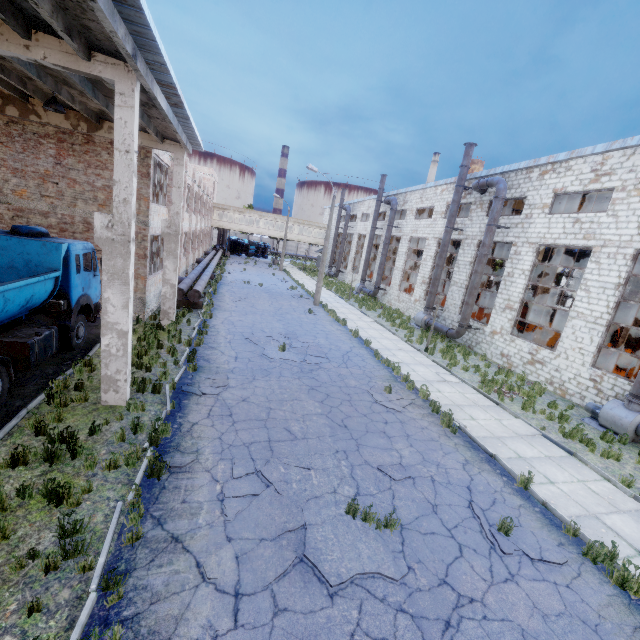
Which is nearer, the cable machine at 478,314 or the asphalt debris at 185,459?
the asphalt debris at 185,459

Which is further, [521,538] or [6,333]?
[6,333]

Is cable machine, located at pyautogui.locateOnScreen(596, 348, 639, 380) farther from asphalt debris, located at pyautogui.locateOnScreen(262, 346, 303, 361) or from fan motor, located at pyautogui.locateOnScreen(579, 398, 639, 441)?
asphalt debris, located at pyautogui.locateOnScreen(262, 346, 303, 361)

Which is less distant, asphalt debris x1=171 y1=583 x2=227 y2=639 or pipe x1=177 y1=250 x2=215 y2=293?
asphalt debris x1=171 y1=583 x2=227 y2=639

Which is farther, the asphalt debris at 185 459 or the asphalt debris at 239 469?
the asphalt debris at 185 459

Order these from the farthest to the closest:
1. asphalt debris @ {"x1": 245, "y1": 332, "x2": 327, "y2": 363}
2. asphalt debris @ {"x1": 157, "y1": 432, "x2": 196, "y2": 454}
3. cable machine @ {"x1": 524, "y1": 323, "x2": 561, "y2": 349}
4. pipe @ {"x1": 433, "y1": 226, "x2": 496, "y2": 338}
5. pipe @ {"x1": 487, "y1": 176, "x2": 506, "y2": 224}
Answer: cable machine @ {"x1": 524, "y1": 323, "x2": 561, "y2": 349} < pipe @ {"x1": 433, "y1": 226, "x2": 496, "y2": 338} < pipe @ {"x1": 487, "y1": 176, "x2": 506, "y2": 224} < asphalt debris @ {"x1": 245, "y1": 332, "x2": 327, "y2": 363} < asphalt debris @ {"x1": 157, "y1": 432, "x2": 196, "y2": 454}

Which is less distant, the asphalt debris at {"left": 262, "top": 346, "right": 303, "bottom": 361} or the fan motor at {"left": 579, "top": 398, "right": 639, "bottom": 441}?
the fan motor at {"left": 579, "top": 398, "right": 639, "bottom": 441}

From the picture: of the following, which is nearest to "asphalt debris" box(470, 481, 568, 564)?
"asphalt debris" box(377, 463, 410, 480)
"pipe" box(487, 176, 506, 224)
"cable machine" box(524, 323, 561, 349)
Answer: "asphalt debris" box(377, 463, 410, 480)
